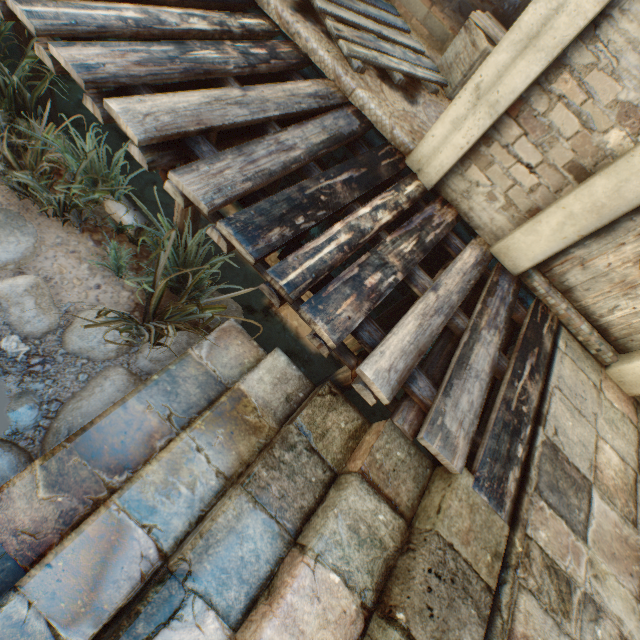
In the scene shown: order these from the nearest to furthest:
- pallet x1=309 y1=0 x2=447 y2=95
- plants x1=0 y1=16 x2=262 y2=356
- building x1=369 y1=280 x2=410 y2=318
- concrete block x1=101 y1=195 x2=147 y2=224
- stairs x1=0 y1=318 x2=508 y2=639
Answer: stairs x1=0 y1=318 x2=508 y2=639 < plants x1=0 y1=16 x2=262 y2=356 < concrete block x1=101 y1=195 x2=147 y2=224 < pallet x1=309 y1=0 x2=447 y2=95 < building x1=369 y1=280 x2=410 y2=318

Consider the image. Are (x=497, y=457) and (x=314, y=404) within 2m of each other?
yes

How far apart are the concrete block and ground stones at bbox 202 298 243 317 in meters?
0.7 m

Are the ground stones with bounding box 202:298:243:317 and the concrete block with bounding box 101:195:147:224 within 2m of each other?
yes

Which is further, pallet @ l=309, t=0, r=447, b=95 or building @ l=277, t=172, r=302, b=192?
building @ l=277, t=172, r=302, b=192

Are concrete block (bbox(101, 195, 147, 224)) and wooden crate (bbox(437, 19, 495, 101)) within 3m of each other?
no

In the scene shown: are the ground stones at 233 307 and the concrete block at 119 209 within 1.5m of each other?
yes

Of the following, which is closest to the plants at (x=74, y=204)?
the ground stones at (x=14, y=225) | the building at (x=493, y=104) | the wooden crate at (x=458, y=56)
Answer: the ground stones at (x=14, y=225)
